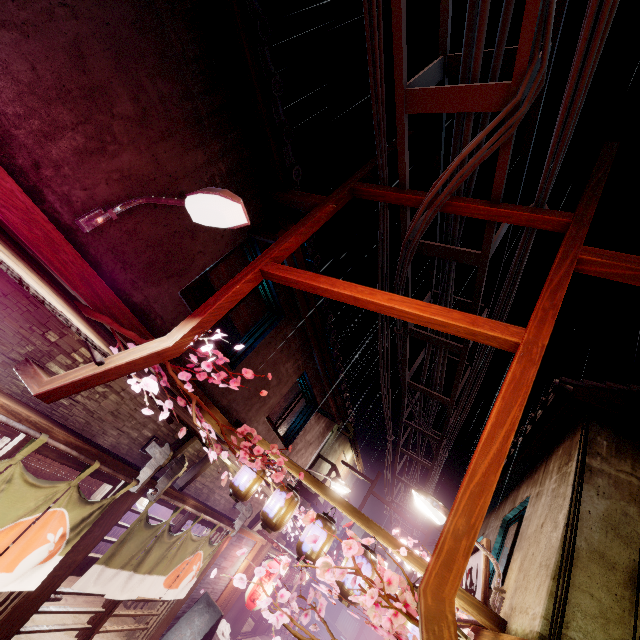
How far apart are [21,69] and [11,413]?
5.76m

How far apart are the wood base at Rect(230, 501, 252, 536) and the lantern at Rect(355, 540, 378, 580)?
6.53m

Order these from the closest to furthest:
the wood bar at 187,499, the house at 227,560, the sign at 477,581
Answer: the sign at 477,581 → the wood bar at 187,499 → the house at 227,560

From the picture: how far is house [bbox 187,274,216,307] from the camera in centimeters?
1405cm

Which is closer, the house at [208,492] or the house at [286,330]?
the house at [286,330]

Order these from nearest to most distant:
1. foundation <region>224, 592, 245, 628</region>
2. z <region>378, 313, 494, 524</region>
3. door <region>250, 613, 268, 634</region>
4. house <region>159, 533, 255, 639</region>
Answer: z <region>378, 313, 494, 524</region> < house <region>159, 533, 255, 639</region> < foundation <region>224, 592, 245, 628</region> < door <region>250, 613, 268, 634</region>

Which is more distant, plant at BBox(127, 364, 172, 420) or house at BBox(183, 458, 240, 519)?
house at BBox(183, 458, 240, 519)

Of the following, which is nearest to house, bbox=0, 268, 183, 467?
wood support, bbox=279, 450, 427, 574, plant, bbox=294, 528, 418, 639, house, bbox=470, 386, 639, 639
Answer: wood support, bbox=279, 450, 427, 574
